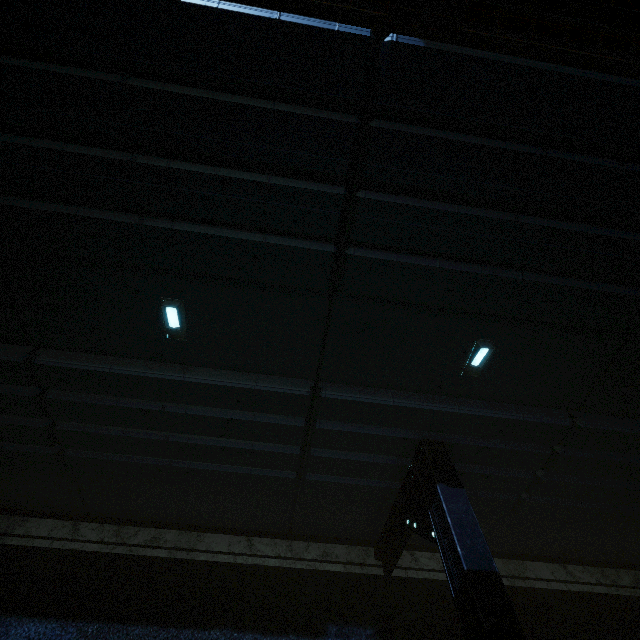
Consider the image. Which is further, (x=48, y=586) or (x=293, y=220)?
(x=48, y=586)

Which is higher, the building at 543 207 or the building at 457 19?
the building at 457 19

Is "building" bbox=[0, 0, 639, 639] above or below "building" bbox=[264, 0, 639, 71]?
below
